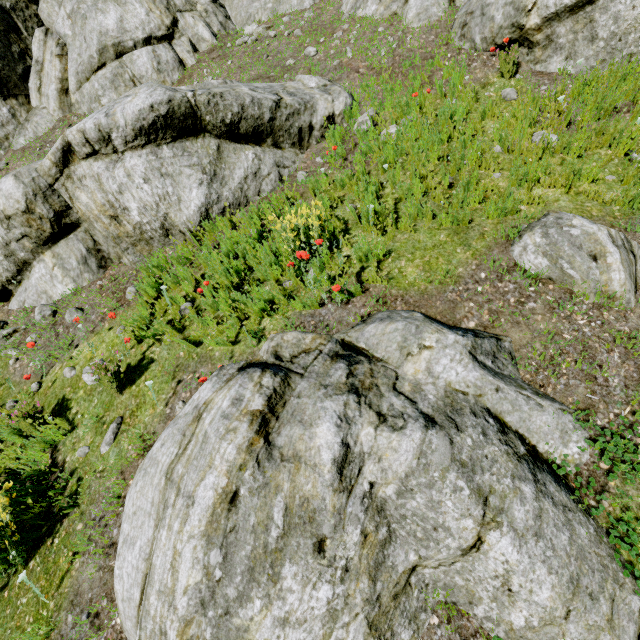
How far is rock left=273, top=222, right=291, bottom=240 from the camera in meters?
4.0 m

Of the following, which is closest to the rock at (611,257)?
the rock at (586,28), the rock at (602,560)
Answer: the rock at (602,560)

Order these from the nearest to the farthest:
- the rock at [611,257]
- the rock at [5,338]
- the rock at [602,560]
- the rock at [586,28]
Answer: the rock at [602,560], the rock at [611,257], the rock at [586,28], the rock at [5,338]

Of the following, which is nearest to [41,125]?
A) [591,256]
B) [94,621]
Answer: [94,621]

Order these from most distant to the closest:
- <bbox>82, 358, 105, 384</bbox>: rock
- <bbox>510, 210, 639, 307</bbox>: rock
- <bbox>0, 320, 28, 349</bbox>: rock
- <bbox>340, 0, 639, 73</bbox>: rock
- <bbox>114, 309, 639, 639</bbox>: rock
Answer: <bbox>0, 320, 28, 349</bbox>: rock < <bbox>340, 0, 639, 73</bbox>: rock < <bbox>82, 358, 105, 384</bbox>: rock < <bbox>510, 210, 639, 307</bbox>: rock < <bbox>114, 309, 639, 639</bbox>: rock

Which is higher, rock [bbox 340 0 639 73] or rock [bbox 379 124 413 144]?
rock [bbox 340 0 639 73]

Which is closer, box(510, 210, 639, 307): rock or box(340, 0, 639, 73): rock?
box(510, 210, 639, 307): rock

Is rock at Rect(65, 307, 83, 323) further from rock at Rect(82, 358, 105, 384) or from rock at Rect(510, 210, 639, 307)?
rock at Rect(510, 210, 639, 307)
